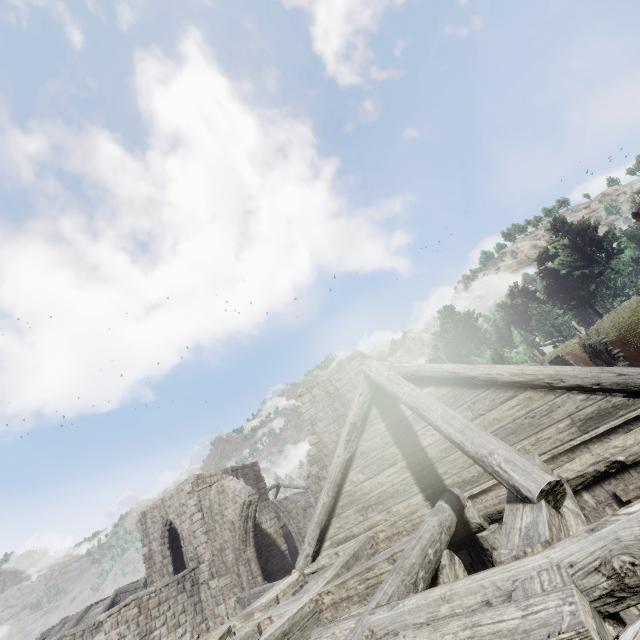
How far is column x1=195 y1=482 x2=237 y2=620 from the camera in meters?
16.7 m

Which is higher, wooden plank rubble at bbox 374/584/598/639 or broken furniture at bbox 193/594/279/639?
broken furniture at bbox 193/594/279/639

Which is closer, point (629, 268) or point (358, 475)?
point (358, 475)

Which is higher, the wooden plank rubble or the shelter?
the shelter

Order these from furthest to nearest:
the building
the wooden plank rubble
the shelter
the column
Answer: the shelter
the column
the building
the wooden plank rubble

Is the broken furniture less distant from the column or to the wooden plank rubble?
the wooden plank rubble

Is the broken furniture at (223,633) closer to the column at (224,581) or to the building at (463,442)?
the building at (463,442)

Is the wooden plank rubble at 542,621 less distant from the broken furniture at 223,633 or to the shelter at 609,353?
the broken furniture at 223,633
